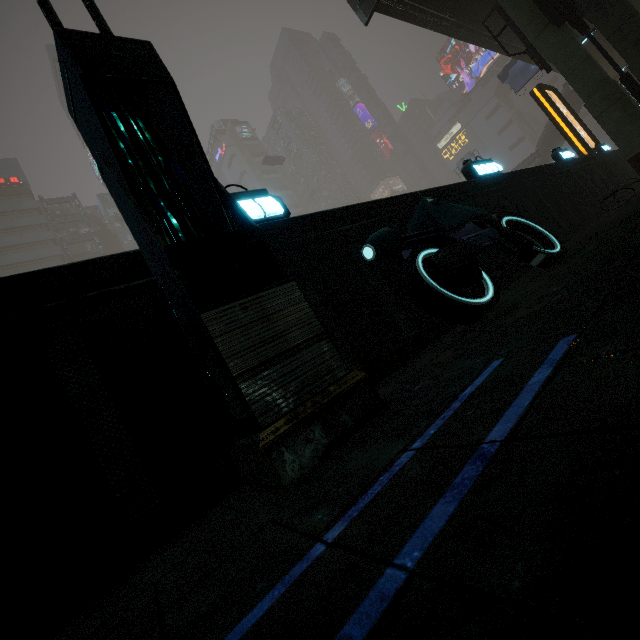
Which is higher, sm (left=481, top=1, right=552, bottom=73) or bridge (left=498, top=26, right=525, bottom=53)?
bridge (left=498, top=26, right=525, bottom=53)

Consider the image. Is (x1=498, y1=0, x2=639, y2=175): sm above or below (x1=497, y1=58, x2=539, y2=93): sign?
below

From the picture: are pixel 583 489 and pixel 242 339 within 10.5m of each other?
yes

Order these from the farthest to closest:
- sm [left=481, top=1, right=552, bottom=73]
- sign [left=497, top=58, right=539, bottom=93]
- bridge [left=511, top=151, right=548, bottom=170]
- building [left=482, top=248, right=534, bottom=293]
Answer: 1. bridge [left=511, top=151, right=548, bottom=170]
2. sign [left=497, top=58, right=539, bottom=93]
3. sm [left=481, top=1, right=552, bottom=73]
4. building [left=482, top=248, right=534, bottom=293]

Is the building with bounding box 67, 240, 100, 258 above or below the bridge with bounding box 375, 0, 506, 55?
above

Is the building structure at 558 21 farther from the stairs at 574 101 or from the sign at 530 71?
the stairs at 574 101

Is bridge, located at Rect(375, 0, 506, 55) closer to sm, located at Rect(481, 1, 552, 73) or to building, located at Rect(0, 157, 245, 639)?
sm, located at Rect(481, 1, 552, 73)

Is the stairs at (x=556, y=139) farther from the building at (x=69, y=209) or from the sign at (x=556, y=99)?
the sign at (x=556, y=99)
